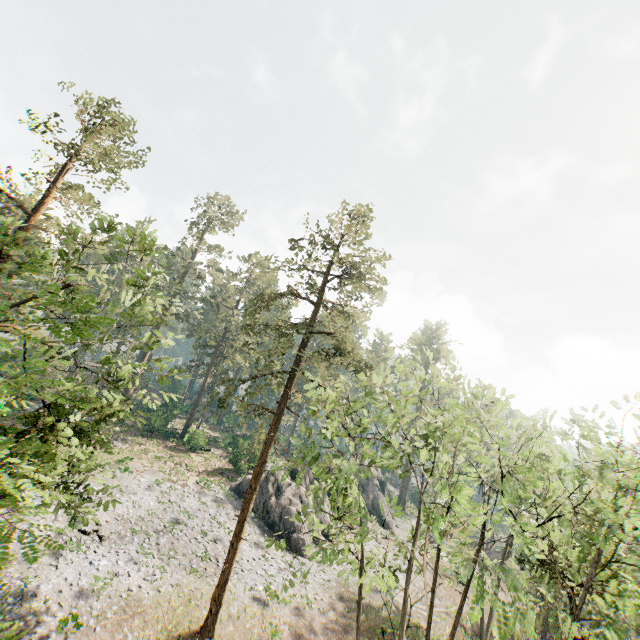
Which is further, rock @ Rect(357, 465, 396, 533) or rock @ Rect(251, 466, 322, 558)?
rock @ Rect(357, 465, 396, 533)

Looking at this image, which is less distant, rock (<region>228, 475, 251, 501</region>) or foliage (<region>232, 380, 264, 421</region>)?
foliage (<region>232, 380, 264, 421</region>)

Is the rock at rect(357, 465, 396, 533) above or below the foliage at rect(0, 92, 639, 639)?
below

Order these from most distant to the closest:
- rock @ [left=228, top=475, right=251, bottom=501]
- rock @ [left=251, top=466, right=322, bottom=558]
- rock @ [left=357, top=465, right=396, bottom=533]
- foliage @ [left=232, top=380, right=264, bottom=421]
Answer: rock @ [left=357, top=465, right=396, bottom=533] → rock @ [left=228, top=475, right=251, bottom=501] → rock @ [left=251, top=466, right=322, bottom=558] → foliage @ [left=232, top=380, right=264, bottom=421]

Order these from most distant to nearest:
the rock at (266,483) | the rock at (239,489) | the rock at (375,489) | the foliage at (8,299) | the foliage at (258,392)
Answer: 1. the rock at (375,489)
2. the rock at (239,489)
3. the rock at (266,483)
4. the foliage at (258,392)
5. the foliage at (8,299)

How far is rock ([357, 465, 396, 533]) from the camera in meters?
44.4 m

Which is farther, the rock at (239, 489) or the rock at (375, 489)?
the rock at (375, 489)

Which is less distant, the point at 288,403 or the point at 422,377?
the point at 422,377
